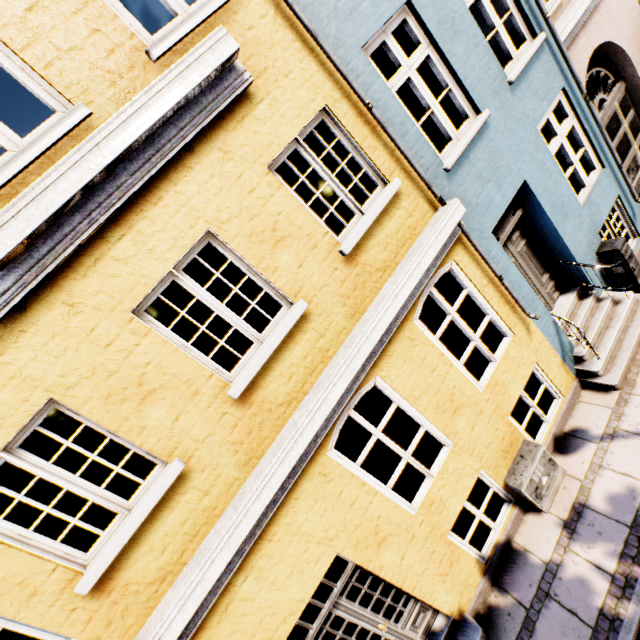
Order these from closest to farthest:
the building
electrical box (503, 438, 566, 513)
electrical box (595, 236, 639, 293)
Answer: the building
electrical box (503, 438, 566, 513)
electrical box (595, 236, 639, 293)

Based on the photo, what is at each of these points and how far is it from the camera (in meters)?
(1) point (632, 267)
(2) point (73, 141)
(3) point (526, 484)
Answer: (1) electrical box, 5.82
(2) building, 2.70
(3) electrical box, 4.77

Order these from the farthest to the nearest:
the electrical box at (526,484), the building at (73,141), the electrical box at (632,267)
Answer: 1. the electrical box at (632,267)
2. the electrical box at (526,484)
3. the building at (73,141)

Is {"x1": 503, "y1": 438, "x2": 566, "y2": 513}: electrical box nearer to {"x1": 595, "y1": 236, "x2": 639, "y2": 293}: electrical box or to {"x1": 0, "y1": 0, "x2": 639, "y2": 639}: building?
{"x1": 0, "y1": 0, "x2": 639, "y2": 639}: building

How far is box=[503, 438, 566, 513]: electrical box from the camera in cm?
482

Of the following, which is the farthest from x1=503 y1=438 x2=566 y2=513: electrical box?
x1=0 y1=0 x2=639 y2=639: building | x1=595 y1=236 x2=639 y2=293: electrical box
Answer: x1=595 y1=236 x2=639 y2=293: electrical box

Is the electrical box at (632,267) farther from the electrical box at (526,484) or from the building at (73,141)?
the electrical box at (526,484)
